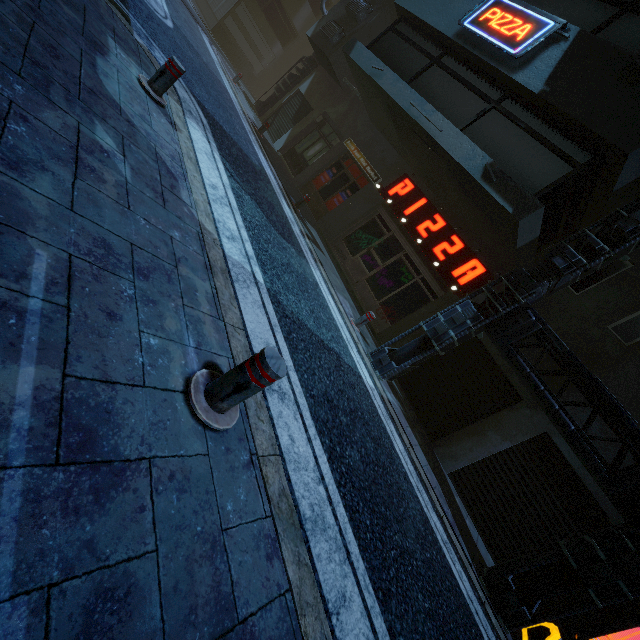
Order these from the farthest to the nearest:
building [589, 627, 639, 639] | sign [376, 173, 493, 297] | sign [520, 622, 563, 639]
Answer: sign [376, 173, 493, 297], building [589, 627, 639, 639], sign [520, 622, 563, 639]

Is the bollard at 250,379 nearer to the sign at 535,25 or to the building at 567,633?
the building at 567,633

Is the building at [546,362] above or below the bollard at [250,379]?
above

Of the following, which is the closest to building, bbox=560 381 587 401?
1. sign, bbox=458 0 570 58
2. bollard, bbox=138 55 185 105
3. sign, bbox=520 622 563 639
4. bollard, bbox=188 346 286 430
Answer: sign, bbox=458 0 570 58

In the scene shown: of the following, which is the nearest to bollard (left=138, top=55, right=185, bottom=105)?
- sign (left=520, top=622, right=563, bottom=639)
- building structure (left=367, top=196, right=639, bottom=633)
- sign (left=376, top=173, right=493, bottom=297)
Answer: building structure (left=367, top=196, right=639, bottom=633)

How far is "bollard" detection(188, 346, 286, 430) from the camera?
2.1m

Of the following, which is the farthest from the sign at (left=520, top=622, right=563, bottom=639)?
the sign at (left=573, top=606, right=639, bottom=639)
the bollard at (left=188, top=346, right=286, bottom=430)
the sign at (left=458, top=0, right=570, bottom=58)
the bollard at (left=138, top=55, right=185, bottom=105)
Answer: the sign at (left=458, top=0, right=570, bottom=58)

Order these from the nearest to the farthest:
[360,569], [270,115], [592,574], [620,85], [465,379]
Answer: [360,569], [592,574], [620,85], [465,379], [270,115]
